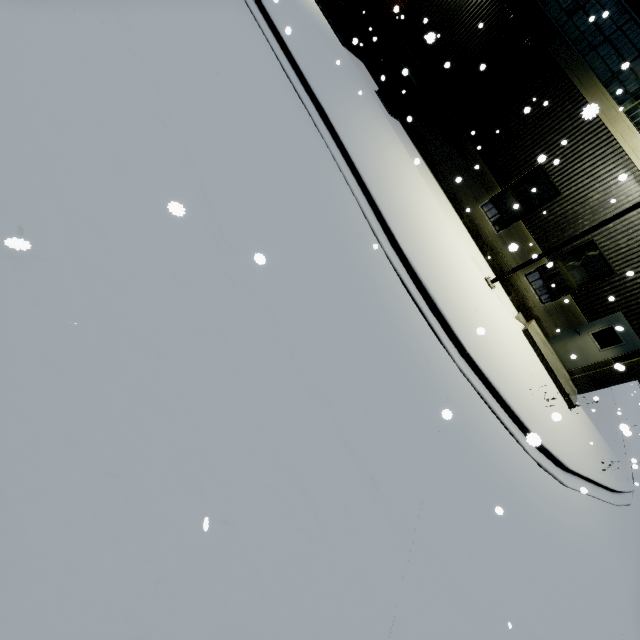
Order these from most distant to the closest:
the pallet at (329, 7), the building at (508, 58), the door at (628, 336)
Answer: Answer:
1. the pallet at (329, 7)
2. the door at (628, 336)
3. the building at (508, 58)

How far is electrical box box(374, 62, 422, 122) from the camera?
13.8 meters

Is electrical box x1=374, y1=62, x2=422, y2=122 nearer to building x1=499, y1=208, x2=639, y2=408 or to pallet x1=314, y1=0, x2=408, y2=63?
building x1=499, y1=208, x2=639, y2=408

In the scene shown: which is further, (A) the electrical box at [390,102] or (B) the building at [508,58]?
(A) the electrical box at [390,102]

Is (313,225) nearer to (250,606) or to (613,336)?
(250,606)

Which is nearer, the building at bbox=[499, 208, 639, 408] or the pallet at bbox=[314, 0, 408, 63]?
the building at bbox=[499, 208, 639, 408]

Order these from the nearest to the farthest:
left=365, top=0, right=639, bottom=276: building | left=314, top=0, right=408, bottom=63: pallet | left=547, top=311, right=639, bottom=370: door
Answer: left=365, top=0, right=639, bottom=276: building → left=547, top=311, right=639, bottom=370: door → left=314, top=0, right=408, bottom=63: pallet

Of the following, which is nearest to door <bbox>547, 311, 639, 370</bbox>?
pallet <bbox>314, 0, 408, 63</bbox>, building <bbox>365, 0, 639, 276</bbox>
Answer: building <bbox>365, 0, 639, 276</bbox>
